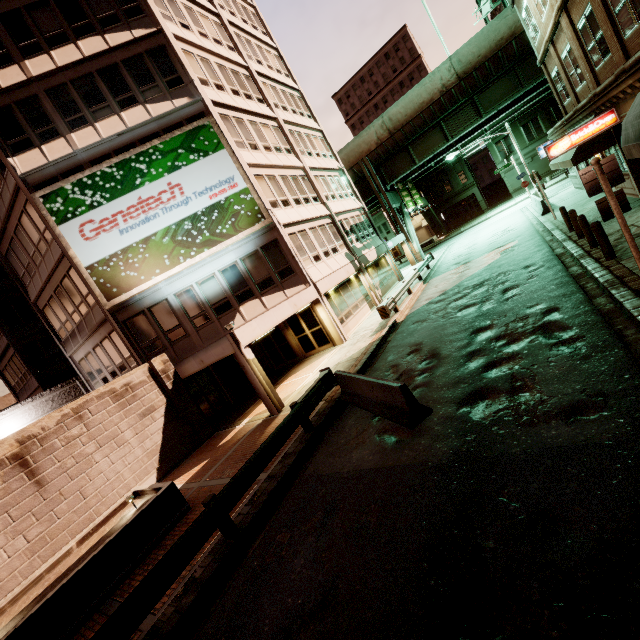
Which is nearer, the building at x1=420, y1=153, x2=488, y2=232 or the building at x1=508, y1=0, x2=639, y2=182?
the building at x1=508, y1=0, x2=639, y2=182

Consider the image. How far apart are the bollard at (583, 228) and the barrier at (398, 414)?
8.93m

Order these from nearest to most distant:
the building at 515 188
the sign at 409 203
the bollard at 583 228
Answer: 1. the bollard at 583 228
2. the sign at 409 203
3. the building at 515 188

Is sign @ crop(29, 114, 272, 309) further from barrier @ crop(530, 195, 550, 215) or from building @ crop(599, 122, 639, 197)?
barrier @ crop(530, 195, 550, 215)

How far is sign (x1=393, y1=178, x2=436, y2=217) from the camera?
37.1 meters

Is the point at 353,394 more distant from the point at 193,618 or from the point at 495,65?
the point at 495,65

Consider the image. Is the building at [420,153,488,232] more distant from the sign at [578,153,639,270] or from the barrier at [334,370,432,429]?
the barrier at [334,370,432,429]

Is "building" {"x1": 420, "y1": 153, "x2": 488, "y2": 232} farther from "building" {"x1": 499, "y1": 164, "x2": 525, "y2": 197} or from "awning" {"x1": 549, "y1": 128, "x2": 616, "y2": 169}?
"awning" {"x1": 549, "y1": 128, "x2": 616, "y2": 169}
